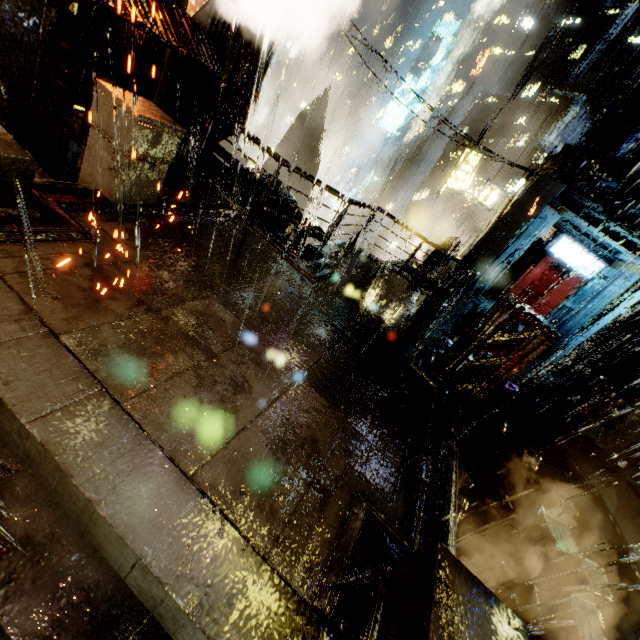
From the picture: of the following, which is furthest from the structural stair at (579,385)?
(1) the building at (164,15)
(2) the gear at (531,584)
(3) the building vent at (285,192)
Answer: (3) the building vent at (285,192)

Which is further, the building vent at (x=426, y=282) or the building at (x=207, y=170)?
the building vent at (x=426, y=282)

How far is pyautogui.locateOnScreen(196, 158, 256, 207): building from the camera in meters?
9.1

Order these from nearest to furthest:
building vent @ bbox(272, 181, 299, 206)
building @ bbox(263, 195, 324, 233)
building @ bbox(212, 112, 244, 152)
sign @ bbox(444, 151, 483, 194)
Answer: building @ bbox(212, 112, 244, 152), building @ bbox(263, 195, 324, 233), building vent @ bbox(272, 181, 299, 206), sign @ bbox(444, 151, 483, 194)

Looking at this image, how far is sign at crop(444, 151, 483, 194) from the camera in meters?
18.3 m

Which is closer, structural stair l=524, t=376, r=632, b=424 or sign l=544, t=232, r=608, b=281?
structural stair l=524, t=376, r=632, b=424

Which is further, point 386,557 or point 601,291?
point 601,291

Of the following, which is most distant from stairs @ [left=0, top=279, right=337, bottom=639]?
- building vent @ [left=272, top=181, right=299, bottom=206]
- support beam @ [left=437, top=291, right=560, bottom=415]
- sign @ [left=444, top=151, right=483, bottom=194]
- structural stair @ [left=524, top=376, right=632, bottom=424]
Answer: sign @ [left=444, top=151, right=483, bottom=194]
